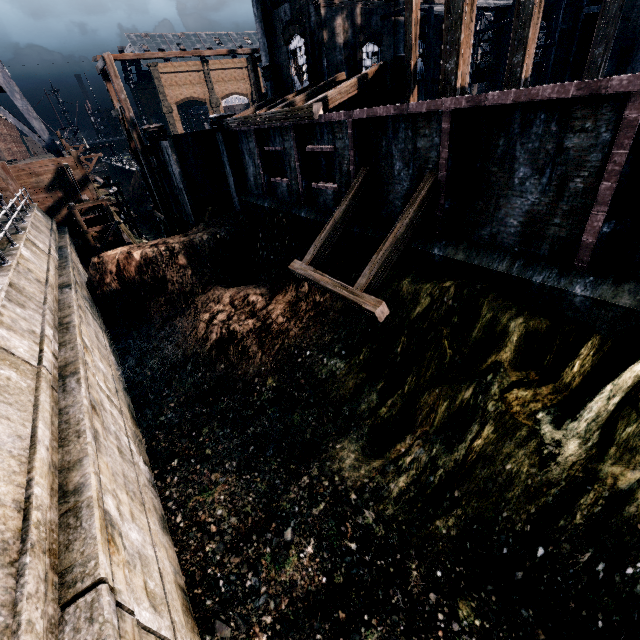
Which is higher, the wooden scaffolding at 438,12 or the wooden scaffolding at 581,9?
the wooden scaffolding at 438,12

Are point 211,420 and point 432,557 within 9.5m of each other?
no

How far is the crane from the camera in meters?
35.0 m

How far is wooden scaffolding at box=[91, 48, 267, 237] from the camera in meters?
22.5

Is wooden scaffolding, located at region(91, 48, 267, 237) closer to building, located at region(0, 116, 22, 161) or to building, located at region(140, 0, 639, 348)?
building, located at region(140, 0, 639, 348)

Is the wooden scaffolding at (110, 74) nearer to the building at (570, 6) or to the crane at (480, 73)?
the building at (570, 6)

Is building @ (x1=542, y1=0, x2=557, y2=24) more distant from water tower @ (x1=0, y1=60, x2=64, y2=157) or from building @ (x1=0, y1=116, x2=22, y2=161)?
building @ (x1=0, y1=116, x2=22, y2=161)

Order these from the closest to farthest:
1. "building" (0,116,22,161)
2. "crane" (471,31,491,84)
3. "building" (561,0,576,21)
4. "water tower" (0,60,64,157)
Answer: "water tower" (0,60,64,157), "building" (561,0,576,21), "crane" (471,31,491,84), "building" (0,116,22,161)
